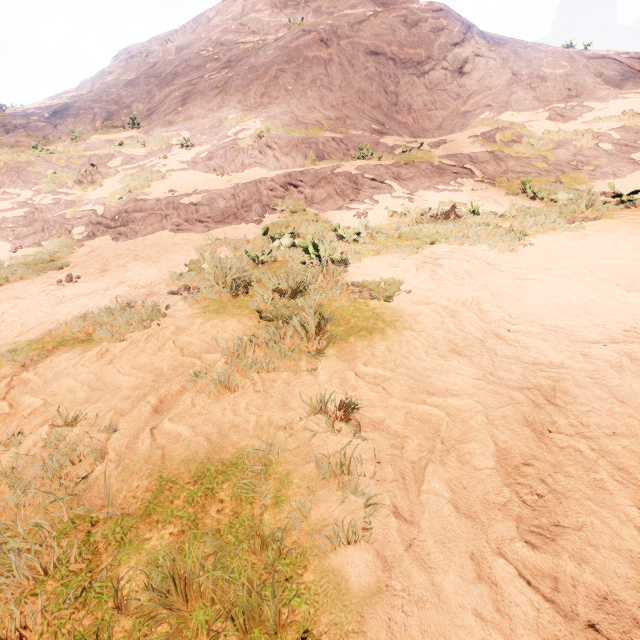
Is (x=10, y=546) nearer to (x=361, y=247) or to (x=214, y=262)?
(x=214, y=262)
